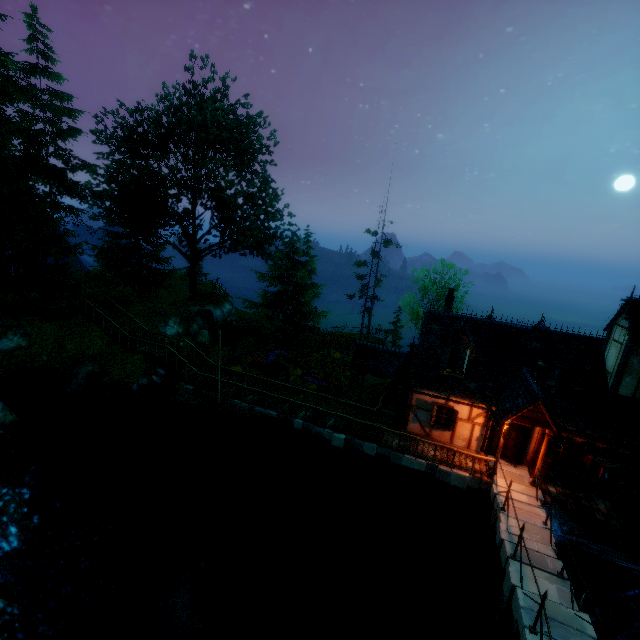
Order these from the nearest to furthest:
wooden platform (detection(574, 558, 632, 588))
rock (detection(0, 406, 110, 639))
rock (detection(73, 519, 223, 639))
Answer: rock (detection(0, 406, 110, 639)) < rock (detection(73, 519, 223, 639)) < wooden platform (detection(574, 558, 632, 588))

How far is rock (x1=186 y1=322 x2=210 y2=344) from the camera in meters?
26.9 m

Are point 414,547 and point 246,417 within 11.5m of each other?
yes

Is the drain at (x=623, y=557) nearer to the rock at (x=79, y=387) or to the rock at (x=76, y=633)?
the rock at (x=76, y=633)

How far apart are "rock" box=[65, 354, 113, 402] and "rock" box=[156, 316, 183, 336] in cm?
486

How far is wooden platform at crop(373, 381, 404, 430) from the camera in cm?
1850

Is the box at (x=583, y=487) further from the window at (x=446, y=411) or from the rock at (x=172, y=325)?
the rock at (x=172, y=325)

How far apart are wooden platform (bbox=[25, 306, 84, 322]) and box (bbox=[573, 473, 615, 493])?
30.95m
